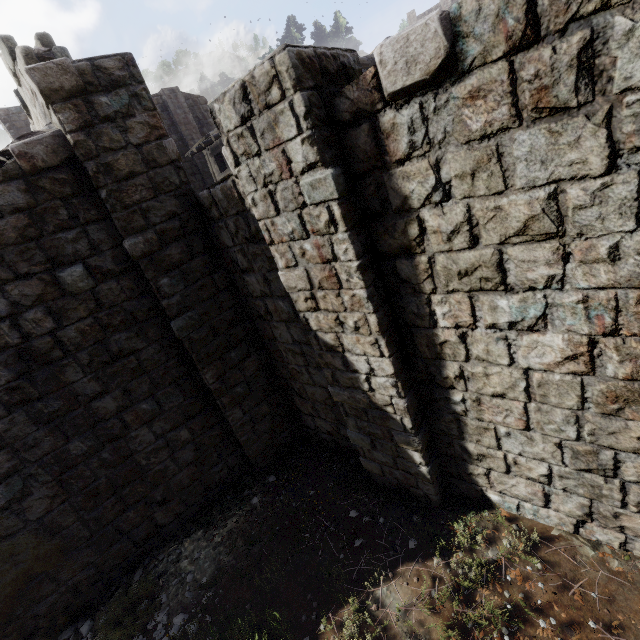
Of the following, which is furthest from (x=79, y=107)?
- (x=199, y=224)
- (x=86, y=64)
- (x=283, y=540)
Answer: (x=283, y=540)
